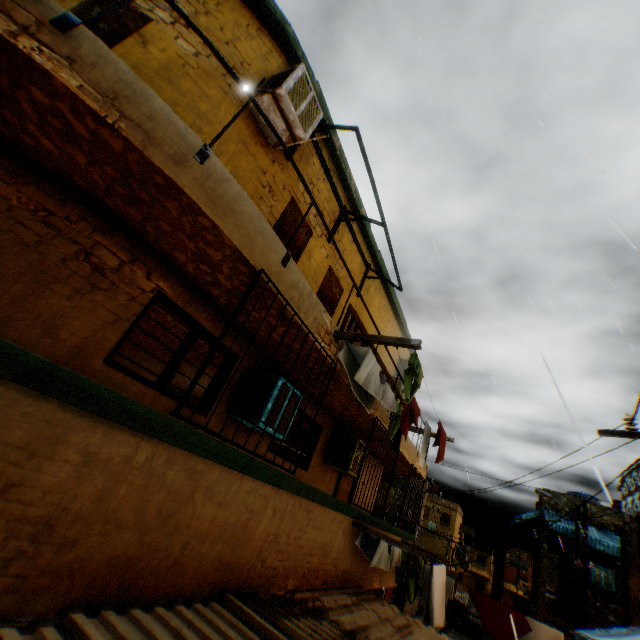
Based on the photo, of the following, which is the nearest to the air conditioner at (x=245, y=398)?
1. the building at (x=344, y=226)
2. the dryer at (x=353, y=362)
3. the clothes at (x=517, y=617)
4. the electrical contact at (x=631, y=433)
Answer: the building at (x=344, y=226)

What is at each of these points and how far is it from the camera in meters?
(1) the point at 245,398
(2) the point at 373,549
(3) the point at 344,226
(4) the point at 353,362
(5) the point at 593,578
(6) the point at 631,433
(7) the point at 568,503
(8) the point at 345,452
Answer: (1) air conditioner, 5.1 m
(2) dryer, 6.7 m
(3) building, 7.9 m
(4) dryer, 5.1 m
(5) air conditioner, 15.0 m
(6) electrical contact, 4.9 m
(7) building, 17.4 m
(8) air conditioner, 7.8 m

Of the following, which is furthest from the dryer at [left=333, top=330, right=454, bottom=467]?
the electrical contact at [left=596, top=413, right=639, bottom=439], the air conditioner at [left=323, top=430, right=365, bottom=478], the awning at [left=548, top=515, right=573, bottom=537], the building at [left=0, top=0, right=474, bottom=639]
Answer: the awning at [left=548, top=515, right=573, bottom=537]

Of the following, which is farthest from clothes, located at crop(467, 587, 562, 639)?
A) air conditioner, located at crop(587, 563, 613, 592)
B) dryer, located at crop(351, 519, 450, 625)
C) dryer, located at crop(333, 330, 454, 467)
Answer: dryer, located at crop(333, 330, 454, 467)

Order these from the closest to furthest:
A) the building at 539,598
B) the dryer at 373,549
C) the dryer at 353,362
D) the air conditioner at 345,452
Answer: the dryer at 353,362, the dryer at 373,549, the air conditioner at 345,452, the building at 539,598

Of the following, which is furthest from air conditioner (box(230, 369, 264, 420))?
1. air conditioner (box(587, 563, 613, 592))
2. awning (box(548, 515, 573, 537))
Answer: air conditioner (box(587, 563, 613, 592))

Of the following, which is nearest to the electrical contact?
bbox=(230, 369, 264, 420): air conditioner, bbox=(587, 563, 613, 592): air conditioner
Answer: bbox=(230, 369, 264, 420): air conditioner

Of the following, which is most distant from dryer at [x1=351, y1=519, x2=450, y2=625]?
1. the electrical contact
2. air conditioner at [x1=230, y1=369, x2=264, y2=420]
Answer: the electrical contact
